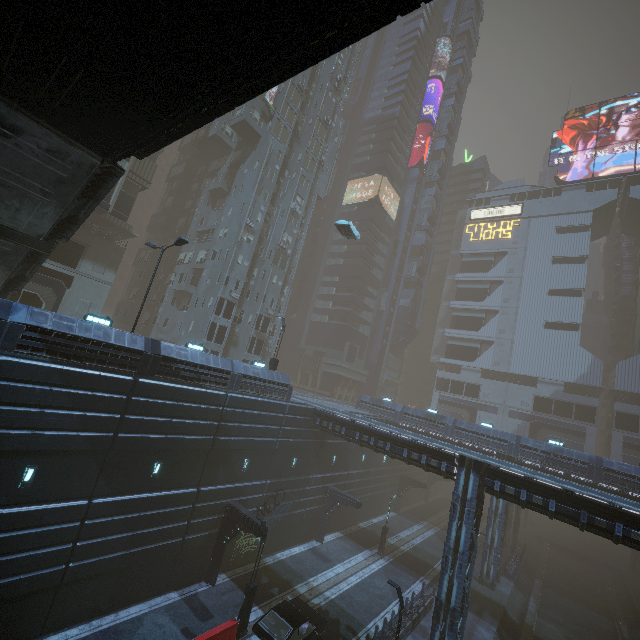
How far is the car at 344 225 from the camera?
31.9m

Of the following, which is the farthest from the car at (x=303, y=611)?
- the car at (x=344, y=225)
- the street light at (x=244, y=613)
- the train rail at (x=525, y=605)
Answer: the car at (x=344, y=225)

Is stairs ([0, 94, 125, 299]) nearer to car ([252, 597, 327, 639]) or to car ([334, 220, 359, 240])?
car ([334, 220, 359, 240])

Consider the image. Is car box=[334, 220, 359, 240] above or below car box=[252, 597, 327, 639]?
above

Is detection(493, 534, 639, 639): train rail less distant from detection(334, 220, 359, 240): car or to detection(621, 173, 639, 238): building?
detection(621, 173, 639, 238): building

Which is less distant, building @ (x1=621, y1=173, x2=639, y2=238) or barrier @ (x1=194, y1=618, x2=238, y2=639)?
barrier @ (x1=194, y1=618, x2=238, y2=639)

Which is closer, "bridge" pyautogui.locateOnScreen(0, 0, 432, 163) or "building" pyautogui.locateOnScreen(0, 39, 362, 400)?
"bridge" pyautogui.locateOnScreen(0, 0, 432, 163)

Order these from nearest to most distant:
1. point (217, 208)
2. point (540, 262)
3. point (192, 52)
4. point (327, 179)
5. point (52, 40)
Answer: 1. point (192, 52)
2. point (52, 40)
3. point (217, 208)
4. point (327, 179)
5. point (540, 262)
